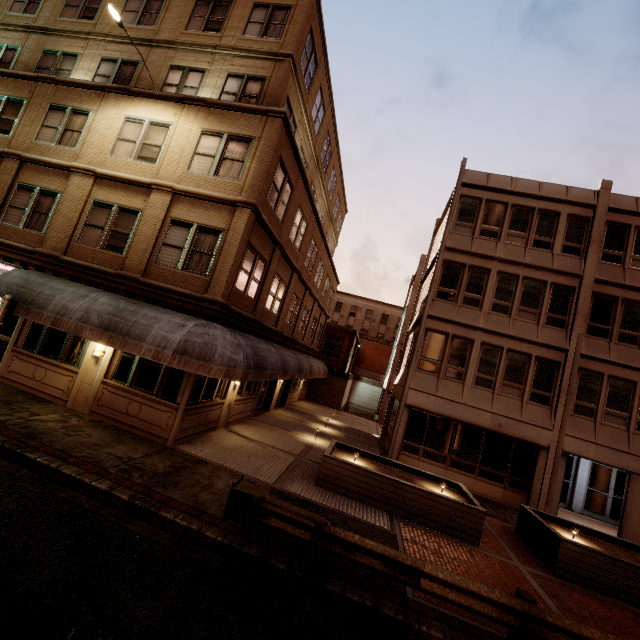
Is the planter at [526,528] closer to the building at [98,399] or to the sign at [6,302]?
the building at [98,399]

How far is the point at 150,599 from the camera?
4.6m

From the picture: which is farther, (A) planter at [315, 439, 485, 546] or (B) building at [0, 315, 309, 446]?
(B) building at [0, 315, 309, 446]

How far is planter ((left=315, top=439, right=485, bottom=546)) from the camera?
9.4 meters

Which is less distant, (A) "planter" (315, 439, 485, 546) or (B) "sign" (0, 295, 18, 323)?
(B) "sign" (0, 295, 18, 323)

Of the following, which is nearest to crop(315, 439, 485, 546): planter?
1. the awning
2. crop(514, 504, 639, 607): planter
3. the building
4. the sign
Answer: crop(514, 504, 639, 607): planter

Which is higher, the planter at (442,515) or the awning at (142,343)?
the awning at (142,343)

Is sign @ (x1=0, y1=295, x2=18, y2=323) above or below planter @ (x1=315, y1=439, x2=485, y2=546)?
above
